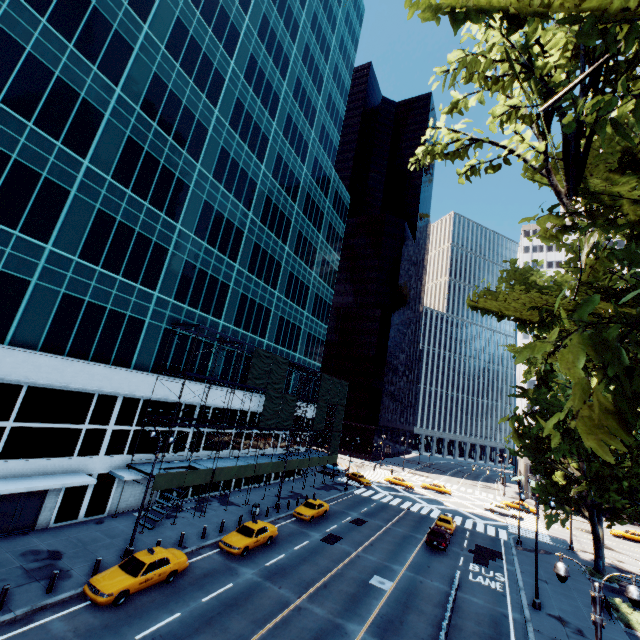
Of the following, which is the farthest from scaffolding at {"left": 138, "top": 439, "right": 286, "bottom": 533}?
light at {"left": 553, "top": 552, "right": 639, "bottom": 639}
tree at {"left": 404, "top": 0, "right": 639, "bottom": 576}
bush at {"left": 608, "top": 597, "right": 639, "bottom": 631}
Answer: bush at {"left": 608, "top": 597, "right": 639, "bottom": 631}

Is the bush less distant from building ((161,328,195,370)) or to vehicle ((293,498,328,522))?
vehicle ((293,498,328,522))

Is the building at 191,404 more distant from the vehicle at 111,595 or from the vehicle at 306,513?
the vehicle at 306,513

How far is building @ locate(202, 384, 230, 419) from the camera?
32.8m

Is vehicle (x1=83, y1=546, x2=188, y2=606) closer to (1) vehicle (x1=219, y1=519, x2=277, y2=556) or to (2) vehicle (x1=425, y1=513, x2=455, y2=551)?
(1) vehicle (x1=219, y1=519, x2=277, y2=556)

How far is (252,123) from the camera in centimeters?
3756cm

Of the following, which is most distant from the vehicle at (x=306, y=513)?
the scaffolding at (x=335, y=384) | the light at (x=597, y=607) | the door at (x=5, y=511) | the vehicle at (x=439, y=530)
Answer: the light at (x=597, y=607)

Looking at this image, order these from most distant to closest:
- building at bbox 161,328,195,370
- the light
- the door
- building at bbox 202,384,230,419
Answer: building at bbox 202,384,230,419 < building at bbox 161,328,195,370 < the door < the light
